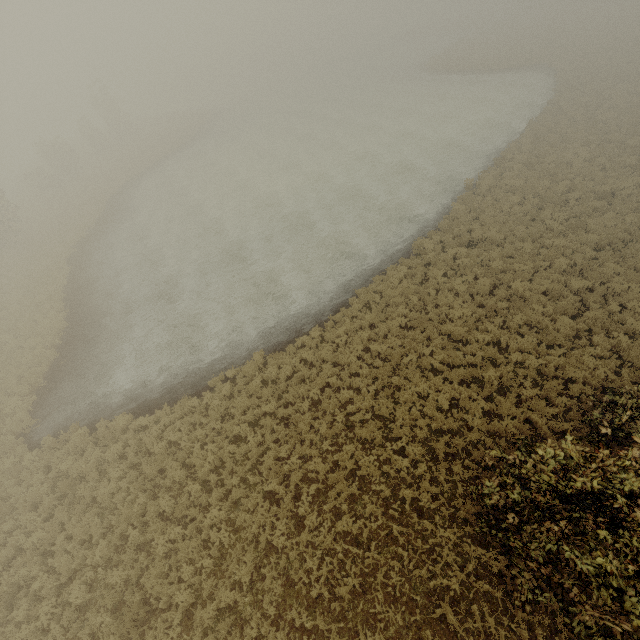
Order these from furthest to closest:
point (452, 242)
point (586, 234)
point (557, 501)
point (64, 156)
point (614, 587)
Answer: point (64, 156) < point (452, 242) < point (586, 234) < point (557, 501) < point (614, 587)
